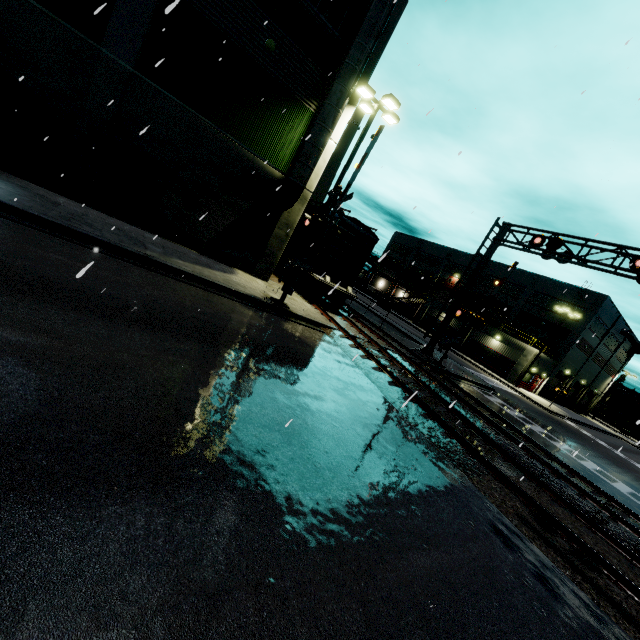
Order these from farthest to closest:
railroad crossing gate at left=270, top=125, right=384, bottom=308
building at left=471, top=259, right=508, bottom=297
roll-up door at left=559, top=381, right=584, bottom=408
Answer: building at left=471, top=259, right=508, bottom=297, roll-up door at left=559, top=381, right=584, bottom=408, railroad crossing gate at left=270, top=125, right=384, bottom=308

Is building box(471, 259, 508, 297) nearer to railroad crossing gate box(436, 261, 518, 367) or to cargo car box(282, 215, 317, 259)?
cargo car box(282, 215, 317, 259)

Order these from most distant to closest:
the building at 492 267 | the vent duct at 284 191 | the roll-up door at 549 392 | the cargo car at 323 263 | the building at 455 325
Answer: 1. the building at 492 267
2. the building at 455 325
3. the roll-up door at 549 392
4. the cargo car at 323 263
5. the vent duct at 284 191

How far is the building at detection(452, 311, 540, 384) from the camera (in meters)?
37.31

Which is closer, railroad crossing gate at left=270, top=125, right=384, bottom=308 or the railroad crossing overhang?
railroad crossing gate at left=270, top=125, right=384, bottom=308

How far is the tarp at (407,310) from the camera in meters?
51.5 m

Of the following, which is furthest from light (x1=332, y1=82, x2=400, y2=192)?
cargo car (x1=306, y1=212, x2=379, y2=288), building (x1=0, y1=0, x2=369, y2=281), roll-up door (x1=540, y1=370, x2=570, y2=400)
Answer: roll-up door (x1=540, y1=370, x2=570, y2=400)

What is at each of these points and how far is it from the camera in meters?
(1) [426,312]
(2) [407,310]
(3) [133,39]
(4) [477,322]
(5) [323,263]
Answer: (1) building, 49.6
(2) tarp, 52.3
(3) building, 10.6
(4) railroad crossing gate, 19.1
(5) cargo car, 17.5
